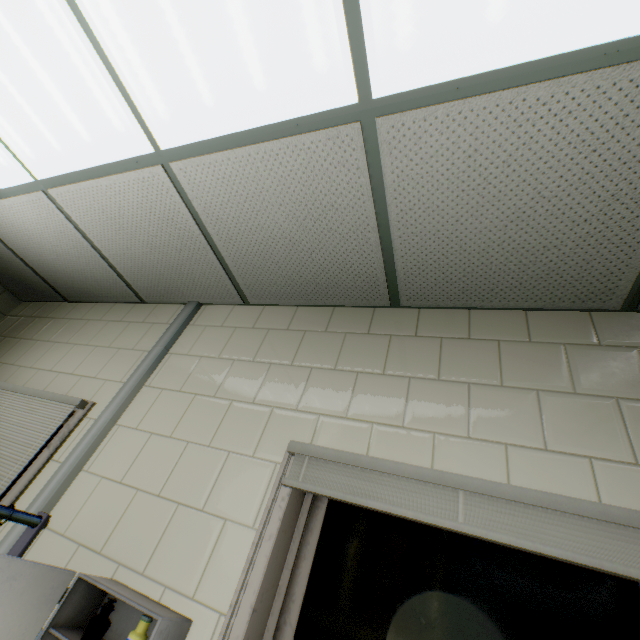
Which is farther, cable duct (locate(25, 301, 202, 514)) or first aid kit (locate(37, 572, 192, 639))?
cable duct (locate(25, 301, 202, 514))

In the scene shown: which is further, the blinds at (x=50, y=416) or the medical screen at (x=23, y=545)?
the blinds at (x=50, y=416)

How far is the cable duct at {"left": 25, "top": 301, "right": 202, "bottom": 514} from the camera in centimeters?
153cm

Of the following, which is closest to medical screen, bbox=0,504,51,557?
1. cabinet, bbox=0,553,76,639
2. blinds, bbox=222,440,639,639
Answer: cabinet, bbox=0,553,76,639

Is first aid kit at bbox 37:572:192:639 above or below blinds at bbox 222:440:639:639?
below

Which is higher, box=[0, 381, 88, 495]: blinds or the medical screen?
box=[0, 381, 88, 495]: blinds

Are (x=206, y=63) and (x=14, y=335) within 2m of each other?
no

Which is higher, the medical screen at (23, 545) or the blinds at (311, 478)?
the blinds at (311, 478)
